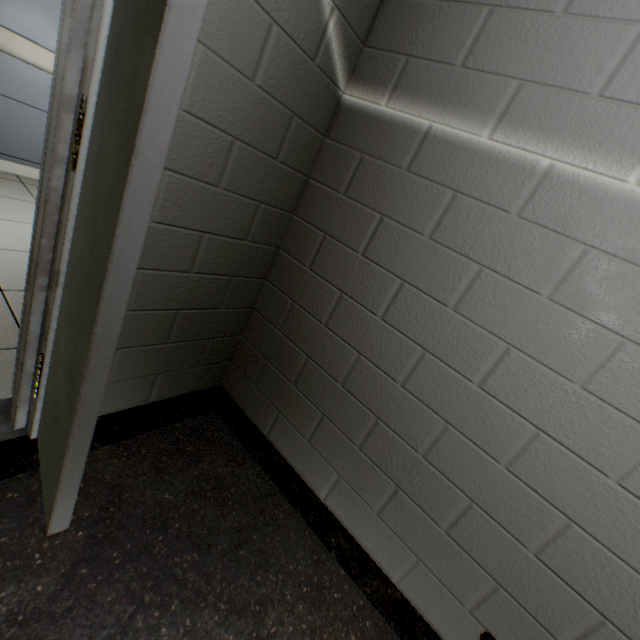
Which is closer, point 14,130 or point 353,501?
point 353,501

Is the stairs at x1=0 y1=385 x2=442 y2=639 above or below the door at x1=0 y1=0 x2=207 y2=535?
below

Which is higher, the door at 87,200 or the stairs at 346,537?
the door at 87,200
